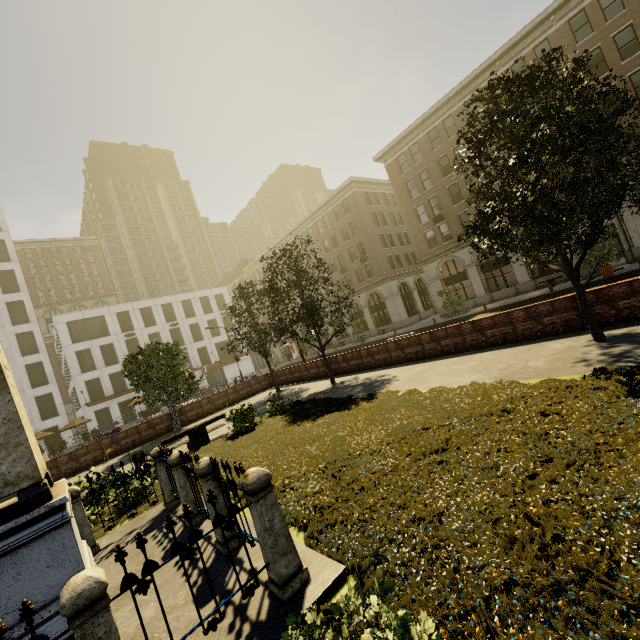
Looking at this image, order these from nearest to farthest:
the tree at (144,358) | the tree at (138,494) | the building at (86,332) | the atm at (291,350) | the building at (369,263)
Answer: the tree at (138,494), the tree at (144,358), the building at (369,263), the building at (86,332), the atm at (291,350)

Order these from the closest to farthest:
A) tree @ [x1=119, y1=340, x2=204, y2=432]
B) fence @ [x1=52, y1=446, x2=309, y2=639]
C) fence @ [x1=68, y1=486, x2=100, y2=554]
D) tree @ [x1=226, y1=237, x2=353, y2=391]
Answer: fence @ [x1=52, y1=446, x2=309, y2=639]
fence @ [x1=68, y1=486, x2=100, y2=554]
tree @ [x1=226, y1=237, x2=353, y2=391]
tree @ [x1=119, y1=340, x2=204, y2=432]

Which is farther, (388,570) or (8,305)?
(8,305)

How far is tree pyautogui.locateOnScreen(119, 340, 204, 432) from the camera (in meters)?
19.14

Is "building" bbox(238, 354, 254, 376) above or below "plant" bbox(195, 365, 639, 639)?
above

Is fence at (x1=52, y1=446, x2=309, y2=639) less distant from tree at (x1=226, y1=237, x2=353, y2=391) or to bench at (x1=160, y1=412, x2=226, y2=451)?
tree at (x1=226, y1=237, x2=353, y2=391)

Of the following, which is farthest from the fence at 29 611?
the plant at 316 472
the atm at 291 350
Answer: the atm at 291 350
